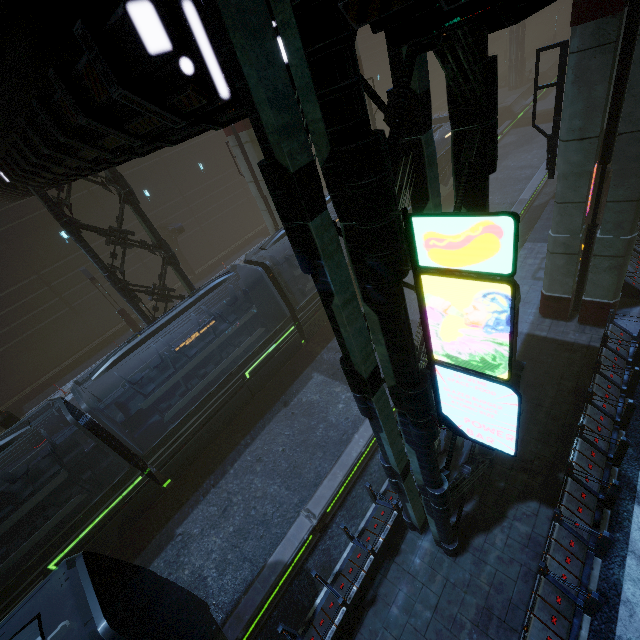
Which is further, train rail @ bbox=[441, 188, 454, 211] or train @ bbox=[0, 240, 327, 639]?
train rail @ bbox=[441, 188, 454, 211]

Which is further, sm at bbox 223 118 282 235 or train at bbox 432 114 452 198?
train at bbox 432 114 452 198

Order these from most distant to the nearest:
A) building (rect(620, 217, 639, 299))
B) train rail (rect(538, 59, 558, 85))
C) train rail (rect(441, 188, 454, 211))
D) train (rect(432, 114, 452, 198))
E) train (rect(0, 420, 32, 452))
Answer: train rail (rect(538, 59, 558, 85))
train rail (rect(441, 188, 454, 211))
train (rect(432, 114, 452, 198))
building (rect(620, 217, 639, 299))
train (rect(0, 420, 32, 452))

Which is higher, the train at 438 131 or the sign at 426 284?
the sign at 426 284

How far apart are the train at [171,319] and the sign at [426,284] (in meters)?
10.35

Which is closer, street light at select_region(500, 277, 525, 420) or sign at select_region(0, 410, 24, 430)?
street light at select_region(500, 277, 525, 420)

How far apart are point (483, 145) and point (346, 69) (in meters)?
2.82

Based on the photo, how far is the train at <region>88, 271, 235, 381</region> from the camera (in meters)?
10.85
